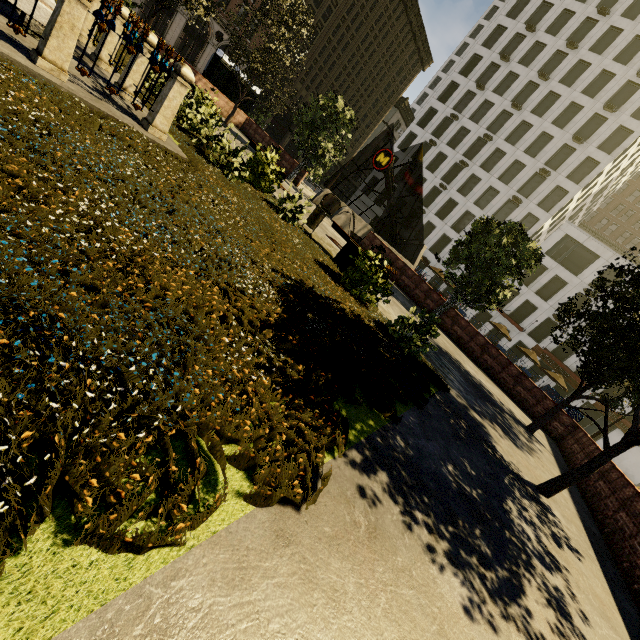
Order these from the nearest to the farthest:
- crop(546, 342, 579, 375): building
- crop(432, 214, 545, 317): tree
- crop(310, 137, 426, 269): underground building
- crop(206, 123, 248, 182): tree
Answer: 1. crop(206, 123, 248, 182): tree
2. crop(432, 214, 545, 317): tree
3. crop(310, 137, 426, 269): underground building
4. crop(546, 342, 579, 375): building

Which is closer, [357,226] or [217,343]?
[217,343]

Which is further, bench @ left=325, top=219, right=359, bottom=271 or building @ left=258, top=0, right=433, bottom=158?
building @ left=258, top=0, right=433, bottom=158

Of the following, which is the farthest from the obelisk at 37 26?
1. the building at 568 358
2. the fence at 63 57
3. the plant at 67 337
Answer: the building at 568 358

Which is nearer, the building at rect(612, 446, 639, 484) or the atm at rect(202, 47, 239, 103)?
the atm at rect(202, 47, 239, 103)

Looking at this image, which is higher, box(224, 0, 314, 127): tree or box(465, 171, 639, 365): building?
box(465, 171, 639, 365): building

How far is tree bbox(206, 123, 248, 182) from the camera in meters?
8.1

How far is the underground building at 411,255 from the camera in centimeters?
2002cm
